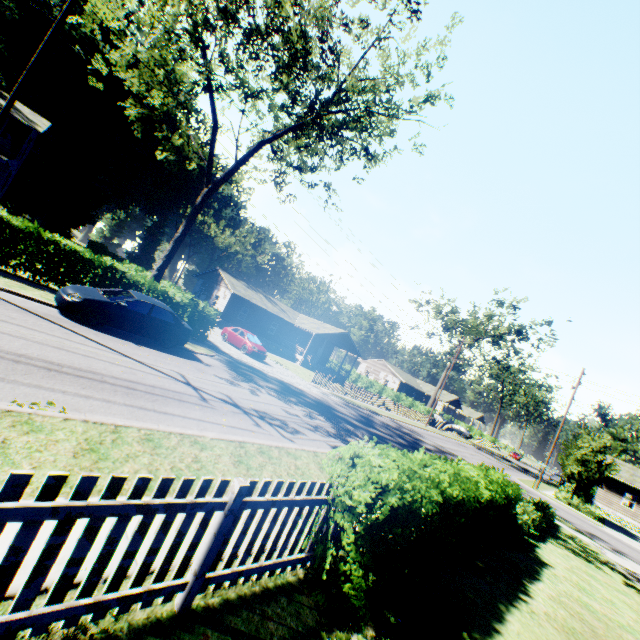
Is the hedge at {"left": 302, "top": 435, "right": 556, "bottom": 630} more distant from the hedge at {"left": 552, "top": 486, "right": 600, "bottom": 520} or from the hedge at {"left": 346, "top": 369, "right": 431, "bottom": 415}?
the hedge at {"left": 346, "top": 369, "right": 431, "bottom": 415}

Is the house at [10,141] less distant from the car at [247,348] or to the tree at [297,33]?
the tree at [297,33]

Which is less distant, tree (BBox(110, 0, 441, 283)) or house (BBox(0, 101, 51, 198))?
tree (BBox(110, 0, 441, 283))

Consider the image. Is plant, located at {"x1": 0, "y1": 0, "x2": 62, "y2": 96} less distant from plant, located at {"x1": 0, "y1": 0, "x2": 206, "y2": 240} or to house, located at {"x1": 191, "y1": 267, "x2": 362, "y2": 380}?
plant, located at {"x1": 0, "y1": 0, "x2": 206, "y2": 240}

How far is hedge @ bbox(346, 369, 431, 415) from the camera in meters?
45.5 m

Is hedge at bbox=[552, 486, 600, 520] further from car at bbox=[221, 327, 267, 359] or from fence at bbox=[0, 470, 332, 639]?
car at bbox=[221, 327, 267, 359]

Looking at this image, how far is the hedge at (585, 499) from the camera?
27.0 meters

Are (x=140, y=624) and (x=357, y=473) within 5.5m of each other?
yes
